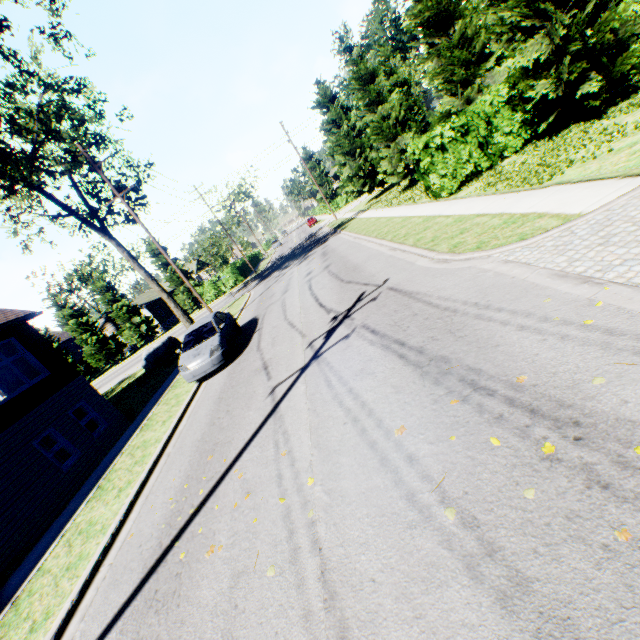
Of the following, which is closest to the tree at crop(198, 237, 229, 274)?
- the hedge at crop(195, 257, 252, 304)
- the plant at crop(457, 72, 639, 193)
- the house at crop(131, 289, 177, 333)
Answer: the hedge at crop(195, 257, 252, 304)

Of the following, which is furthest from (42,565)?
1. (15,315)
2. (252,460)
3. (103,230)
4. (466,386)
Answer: (103,230)

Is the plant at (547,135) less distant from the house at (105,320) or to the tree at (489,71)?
the tree at (489,71)

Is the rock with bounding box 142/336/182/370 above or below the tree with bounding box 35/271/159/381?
below

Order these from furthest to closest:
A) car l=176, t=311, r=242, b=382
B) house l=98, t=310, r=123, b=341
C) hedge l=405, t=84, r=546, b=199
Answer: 1. house l=98, t=310, r=123, b=341
2. hedge l=405, t=84, r=546, b=199
3. car l=176, t=311, r=242, b=382

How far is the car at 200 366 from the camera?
11.3m

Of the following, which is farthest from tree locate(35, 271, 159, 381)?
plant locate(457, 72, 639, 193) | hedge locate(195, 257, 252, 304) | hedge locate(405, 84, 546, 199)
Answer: plant locate(457, 72, 639, 193)

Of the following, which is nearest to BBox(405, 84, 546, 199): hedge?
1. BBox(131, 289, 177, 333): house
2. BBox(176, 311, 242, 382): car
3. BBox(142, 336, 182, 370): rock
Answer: BBox(176, 311, 242, 382): car
